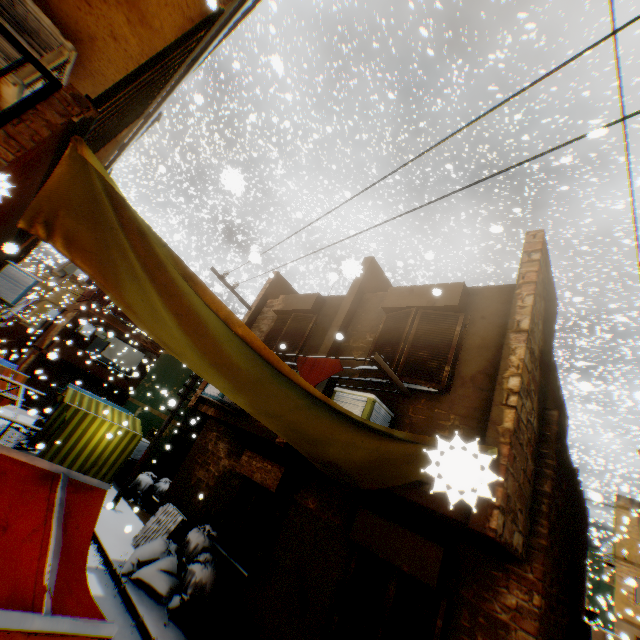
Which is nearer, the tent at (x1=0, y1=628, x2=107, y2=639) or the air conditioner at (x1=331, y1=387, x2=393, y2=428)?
the tent at (x1=0, y1=628, x2=107, y2=639)

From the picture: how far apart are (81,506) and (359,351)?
4.99m

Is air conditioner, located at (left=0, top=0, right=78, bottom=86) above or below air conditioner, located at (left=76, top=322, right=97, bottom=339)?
above

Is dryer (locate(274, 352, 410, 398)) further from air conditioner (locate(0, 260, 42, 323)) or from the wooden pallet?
the wooden pallet

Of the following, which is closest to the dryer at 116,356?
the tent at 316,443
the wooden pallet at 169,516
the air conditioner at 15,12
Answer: the tent at 316,443

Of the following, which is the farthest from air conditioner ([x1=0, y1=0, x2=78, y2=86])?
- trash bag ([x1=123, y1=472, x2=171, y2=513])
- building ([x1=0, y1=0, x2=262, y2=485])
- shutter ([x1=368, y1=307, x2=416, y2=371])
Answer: shutter ([x1=368, y1=307, x2=416, y2=371])

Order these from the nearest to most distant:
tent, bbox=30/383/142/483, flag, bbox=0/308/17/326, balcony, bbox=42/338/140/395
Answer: tent, bbox=30/383/142/483 < flag, bbox=0/308/17/326 < balcony, bbox=42/338/140/395

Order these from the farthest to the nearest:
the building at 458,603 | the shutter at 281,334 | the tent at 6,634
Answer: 1. the shutter at 281,334
2. the building at 458,603
3. the tent at 6,634
